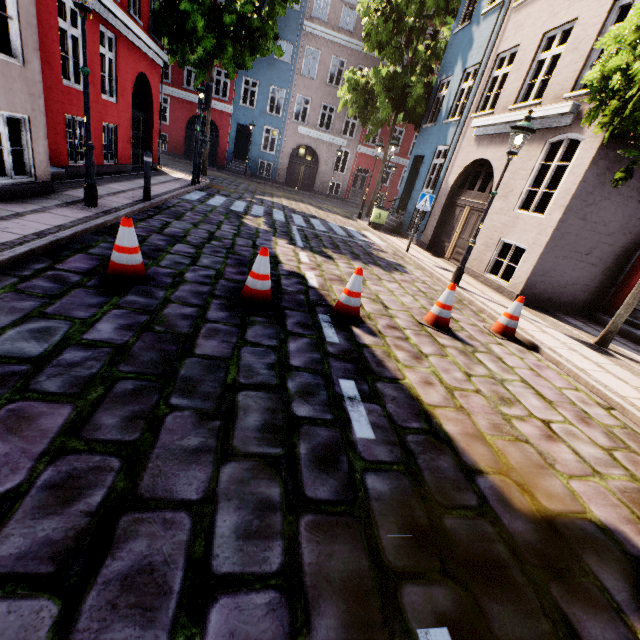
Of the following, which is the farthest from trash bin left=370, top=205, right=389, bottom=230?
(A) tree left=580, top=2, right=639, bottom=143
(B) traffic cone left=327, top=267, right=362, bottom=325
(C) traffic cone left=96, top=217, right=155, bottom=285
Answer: (C) traffic cone left=96, top=217, right=155, bottom=285

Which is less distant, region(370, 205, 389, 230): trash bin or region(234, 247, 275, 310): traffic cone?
region(234, 247, 275, 310): traffic cone

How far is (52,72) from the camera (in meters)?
7.29

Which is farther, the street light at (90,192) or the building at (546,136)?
the building at (546,136)

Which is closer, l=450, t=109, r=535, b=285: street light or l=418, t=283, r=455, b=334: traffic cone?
l=418, t=283, r=455, b=334: traffic cone

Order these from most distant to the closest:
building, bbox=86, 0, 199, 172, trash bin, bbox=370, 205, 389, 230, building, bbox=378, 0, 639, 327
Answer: trash bin, bbox=370, 205, 389, 230 → building, bbox=86, 0, 199, 172 → building, bbox=378, 0, 639, 327

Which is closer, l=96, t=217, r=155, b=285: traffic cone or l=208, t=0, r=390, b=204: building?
l=96, t=217, r=155, b=285: traffic cone

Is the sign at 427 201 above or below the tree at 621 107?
below
